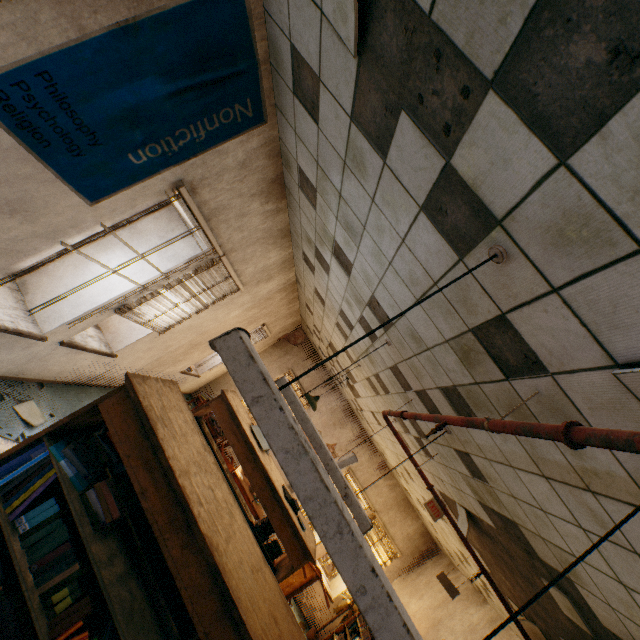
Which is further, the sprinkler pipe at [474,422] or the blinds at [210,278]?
the blinds at [210,278]

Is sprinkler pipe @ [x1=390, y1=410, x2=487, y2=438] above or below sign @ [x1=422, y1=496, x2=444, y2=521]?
below

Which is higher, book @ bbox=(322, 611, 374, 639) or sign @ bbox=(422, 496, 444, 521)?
sign @ bbox=(422, 496, 444, 521)

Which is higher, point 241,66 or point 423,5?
point 423,5

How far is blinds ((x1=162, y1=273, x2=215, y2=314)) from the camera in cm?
406

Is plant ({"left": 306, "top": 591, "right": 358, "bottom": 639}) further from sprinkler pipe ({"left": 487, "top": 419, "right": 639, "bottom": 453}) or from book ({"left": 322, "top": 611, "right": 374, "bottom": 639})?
sprinkler pipe ({"left": 487, "top": 419, "right": 639, "bottom": 453})

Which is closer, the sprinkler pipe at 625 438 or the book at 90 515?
the sprinkler pipe at 625 438

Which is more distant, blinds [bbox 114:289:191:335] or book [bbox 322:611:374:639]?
book [bbox 322:611:374:639]
